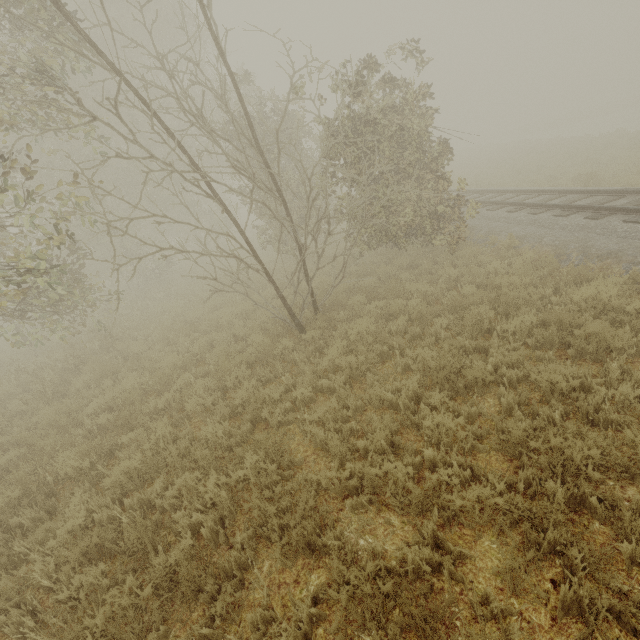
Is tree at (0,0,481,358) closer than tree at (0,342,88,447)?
Yes

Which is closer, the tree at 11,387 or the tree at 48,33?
the tree at 48,33

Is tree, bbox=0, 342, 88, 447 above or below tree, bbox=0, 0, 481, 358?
below

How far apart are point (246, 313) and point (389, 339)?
5.4m

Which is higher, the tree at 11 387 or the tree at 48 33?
the tree at 48 33
